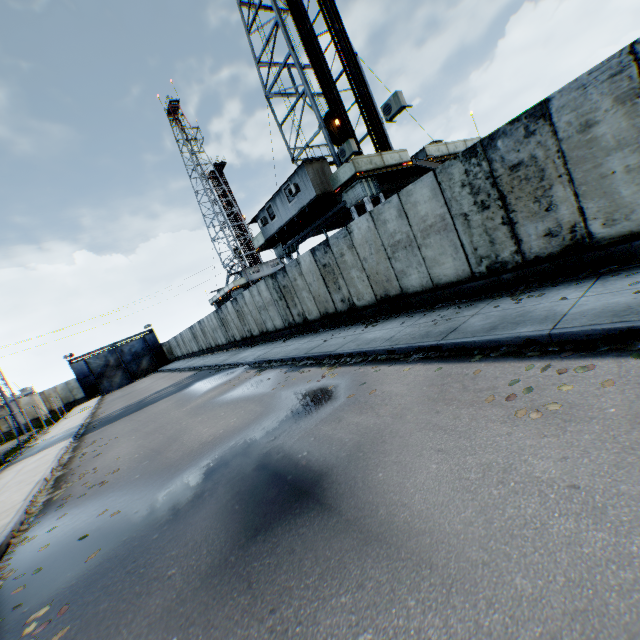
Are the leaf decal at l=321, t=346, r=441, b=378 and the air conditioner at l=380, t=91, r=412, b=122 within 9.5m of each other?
yes

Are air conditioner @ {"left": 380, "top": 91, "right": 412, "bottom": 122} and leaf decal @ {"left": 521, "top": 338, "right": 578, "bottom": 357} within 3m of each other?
no

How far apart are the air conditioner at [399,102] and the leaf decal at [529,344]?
9.8m

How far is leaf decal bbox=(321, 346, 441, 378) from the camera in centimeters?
634cm

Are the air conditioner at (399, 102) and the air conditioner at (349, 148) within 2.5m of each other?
yes

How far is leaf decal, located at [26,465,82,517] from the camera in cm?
721

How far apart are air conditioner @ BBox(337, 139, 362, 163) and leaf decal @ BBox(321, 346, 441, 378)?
9.12m

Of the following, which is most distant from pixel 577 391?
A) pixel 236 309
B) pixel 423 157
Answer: pixel 423 157
